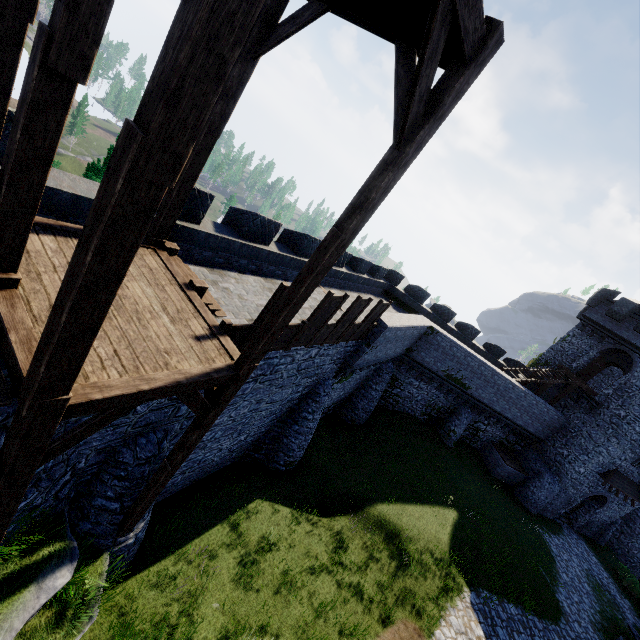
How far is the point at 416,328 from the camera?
18.02m

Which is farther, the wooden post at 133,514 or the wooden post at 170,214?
the wooden post at 133,514

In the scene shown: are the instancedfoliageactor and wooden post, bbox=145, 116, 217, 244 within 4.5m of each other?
no

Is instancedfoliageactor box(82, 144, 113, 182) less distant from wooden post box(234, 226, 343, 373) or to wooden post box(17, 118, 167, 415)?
wooden post box(234, 226, 343, 373)

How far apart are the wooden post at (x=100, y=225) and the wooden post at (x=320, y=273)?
2.6m

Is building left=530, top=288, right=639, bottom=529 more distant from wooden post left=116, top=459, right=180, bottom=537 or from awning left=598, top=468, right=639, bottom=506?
wooden post left=116, top=459, right=180, bottom=537

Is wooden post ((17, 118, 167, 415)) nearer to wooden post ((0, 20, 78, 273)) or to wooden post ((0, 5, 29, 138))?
A: wooden post ((0, 20, 78, 273))

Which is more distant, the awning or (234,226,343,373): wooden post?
the awning
